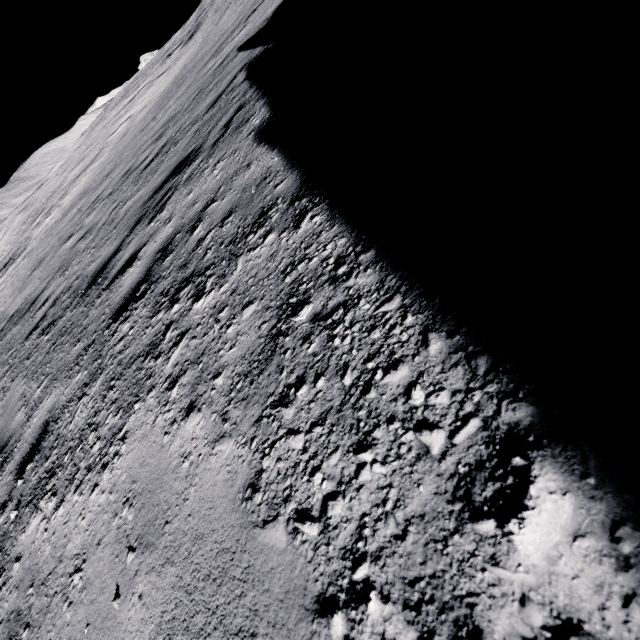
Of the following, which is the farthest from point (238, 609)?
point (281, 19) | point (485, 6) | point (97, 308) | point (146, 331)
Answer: point (281, 19)
